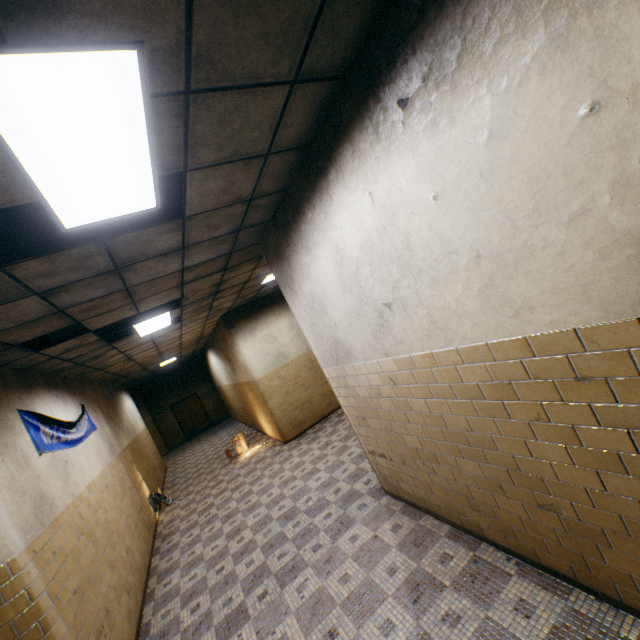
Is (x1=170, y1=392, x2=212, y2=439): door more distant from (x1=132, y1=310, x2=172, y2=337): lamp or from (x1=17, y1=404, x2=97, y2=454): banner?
(x1=132, y1=310, x2=172, y2=337): lamp

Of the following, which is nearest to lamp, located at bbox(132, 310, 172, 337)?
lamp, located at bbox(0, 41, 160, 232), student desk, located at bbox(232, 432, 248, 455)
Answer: lamp, located at bbox(0, 41, 160, 232)

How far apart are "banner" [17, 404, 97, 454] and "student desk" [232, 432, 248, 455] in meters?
3.8

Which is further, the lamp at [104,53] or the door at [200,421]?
the door at [200,421]

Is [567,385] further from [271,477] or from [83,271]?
[271,477]

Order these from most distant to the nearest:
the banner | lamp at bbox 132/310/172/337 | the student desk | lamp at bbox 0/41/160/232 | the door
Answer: the door
the student desk
lamp at bbox 132/310/172/337
the banner
lamp at bbox 0/41/160/232

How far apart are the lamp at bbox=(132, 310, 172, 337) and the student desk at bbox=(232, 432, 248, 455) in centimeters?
448cm

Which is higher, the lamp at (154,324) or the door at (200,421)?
the lamp at (154,324)
